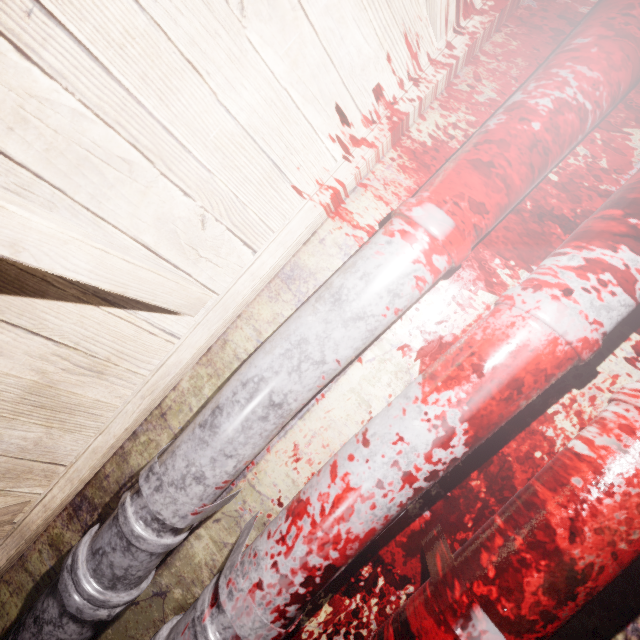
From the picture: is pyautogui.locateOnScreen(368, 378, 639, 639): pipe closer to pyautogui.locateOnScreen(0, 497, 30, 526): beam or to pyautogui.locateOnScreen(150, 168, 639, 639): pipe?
pyautogui.locateOnScreen(150, 168, 639, 639): pipe

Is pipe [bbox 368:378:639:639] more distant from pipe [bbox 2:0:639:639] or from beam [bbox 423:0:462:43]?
beam [bbox 423:0:462:43]

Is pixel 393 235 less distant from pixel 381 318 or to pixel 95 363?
pixel 381 318

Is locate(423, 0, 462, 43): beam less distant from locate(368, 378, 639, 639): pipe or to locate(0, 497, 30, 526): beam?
locate(0, 497, 30, 526): beam

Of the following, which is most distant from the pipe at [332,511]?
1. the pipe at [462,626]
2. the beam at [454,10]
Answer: the beam at [454,10]

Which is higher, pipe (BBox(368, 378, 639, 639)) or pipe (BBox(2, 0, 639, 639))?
pipe (BBox(2, 0, 639, 639))

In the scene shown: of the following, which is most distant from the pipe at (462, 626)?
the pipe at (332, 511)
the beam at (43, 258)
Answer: the beam at (43, 258)
